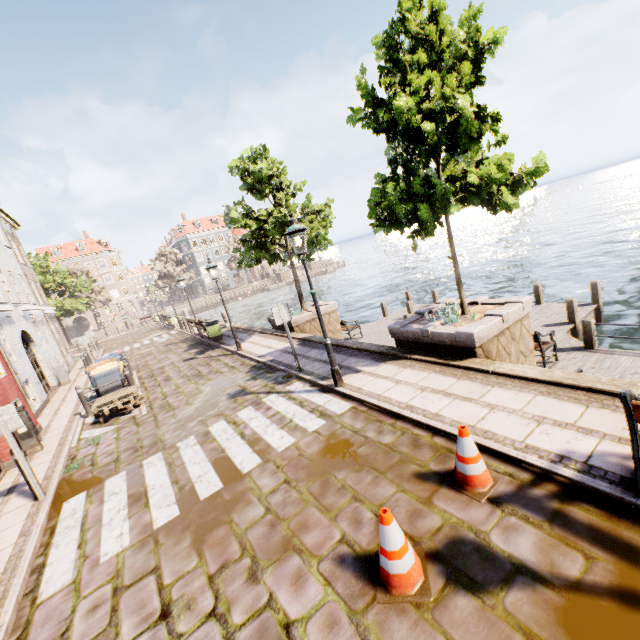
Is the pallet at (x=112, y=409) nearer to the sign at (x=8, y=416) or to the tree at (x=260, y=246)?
the sign at (x=8, y=416)

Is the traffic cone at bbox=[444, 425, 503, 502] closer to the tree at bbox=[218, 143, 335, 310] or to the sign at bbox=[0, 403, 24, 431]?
the tree at bbox=[218, 143, 335, 310]

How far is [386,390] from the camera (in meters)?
6.53

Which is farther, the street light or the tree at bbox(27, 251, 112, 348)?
the tree at bbox(27, 251, 112, 348)

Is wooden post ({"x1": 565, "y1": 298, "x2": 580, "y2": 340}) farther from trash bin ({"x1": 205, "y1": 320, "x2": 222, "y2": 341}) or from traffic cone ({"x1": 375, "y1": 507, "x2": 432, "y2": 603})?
trash bin ({"x1": 205, "y1": 320, "x2": 222, "y2": 341})

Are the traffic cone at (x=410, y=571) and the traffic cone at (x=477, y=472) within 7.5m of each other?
yes

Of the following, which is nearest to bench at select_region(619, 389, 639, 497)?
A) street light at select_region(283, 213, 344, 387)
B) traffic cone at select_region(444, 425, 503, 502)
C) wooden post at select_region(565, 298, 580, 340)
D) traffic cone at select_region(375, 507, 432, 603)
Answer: traffic cone at select_region(444, 425, 503, 502)

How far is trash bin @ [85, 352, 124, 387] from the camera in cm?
1085
